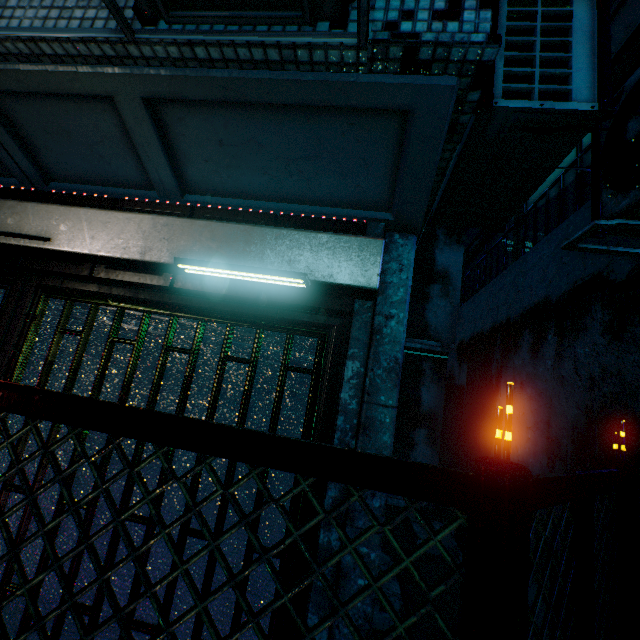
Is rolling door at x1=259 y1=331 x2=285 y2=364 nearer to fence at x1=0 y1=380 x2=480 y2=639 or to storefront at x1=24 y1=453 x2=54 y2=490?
storefront at x1=24 y1=453 x2=54 y2=490

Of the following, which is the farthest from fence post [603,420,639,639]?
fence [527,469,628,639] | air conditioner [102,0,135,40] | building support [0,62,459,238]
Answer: air conditioner [102,0,135,40]

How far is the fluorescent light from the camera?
1.6 meters

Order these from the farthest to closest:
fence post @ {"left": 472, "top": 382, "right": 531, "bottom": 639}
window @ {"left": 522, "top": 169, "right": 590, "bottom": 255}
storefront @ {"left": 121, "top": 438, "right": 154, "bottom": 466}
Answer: window @ {"left": 522, "top": 169, "right": 590, "bottom": 255} → storefront @ {"left": 121, "top": 438, "right": 154, "bottom": 466} → fence post @ {"left": 472, "top": 382, "right": 531, "bottom": 639}

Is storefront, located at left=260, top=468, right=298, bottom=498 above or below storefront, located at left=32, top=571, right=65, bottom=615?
above

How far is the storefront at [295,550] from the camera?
1.6m

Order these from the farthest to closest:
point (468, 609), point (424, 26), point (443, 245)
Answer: point (443, 245) → point (424, 26) → point (468, 609)

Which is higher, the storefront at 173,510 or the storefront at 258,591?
the storefront at 173,510
